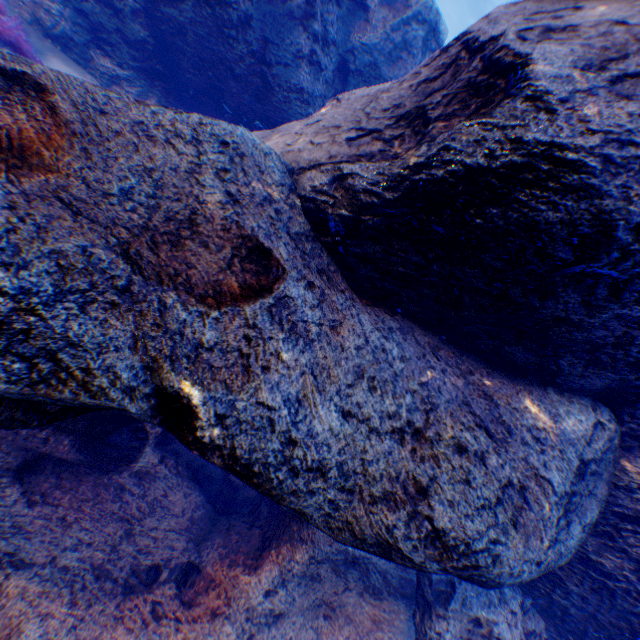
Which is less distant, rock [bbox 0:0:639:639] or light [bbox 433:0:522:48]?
rock [bbox 0:0:639:639]

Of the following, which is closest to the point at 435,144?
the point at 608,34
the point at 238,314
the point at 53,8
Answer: the point at 608,34

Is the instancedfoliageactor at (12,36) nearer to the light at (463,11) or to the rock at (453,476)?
the rock at (453,476)

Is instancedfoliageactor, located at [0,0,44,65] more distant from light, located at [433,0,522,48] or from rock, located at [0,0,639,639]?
light, located at [433,0,522,48]

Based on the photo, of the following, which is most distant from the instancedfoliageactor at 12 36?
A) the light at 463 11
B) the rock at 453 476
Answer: the light at 463 11

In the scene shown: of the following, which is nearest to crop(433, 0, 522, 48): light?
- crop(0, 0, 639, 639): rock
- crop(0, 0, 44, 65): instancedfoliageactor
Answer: crop(0, 0, 639, 639): rock

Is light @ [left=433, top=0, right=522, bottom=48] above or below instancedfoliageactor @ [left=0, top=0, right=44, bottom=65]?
above
